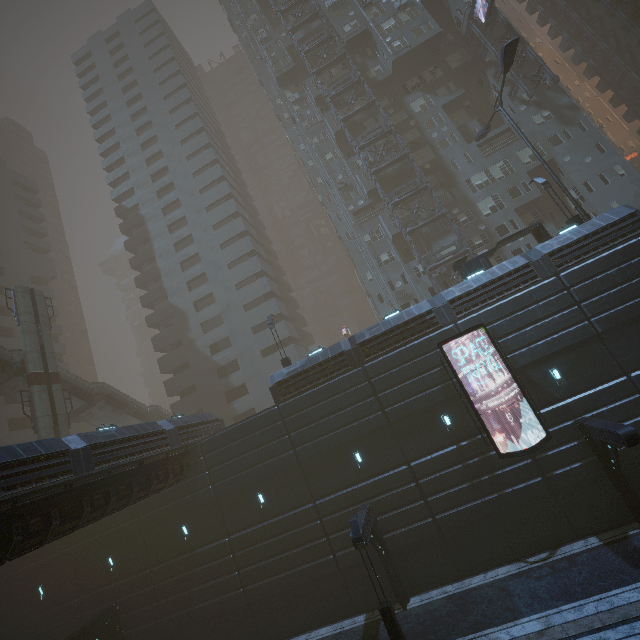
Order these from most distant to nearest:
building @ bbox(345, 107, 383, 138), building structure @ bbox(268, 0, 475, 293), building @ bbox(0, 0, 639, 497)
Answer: building @ bbox(345, 107, 383, 138) < building structure @ bbox(268, 0, 475, 293) < building @ bbox(0, 0, 639, 497)

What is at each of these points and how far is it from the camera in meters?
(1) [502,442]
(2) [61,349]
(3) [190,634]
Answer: (1) building, 16.9
(2) building, 44.5
(3) building, 19.4

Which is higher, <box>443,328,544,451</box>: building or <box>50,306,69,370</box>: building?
<box>50,306,69,370</box>: building

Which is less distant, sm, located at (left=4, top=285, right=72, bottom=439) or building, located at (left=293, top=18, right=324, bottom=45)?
sm, located at (left=4, top=285, right=72, bottom=439)

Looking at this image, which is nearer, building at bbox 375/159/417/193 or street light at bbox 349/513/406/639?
street light at bbox 349/513/406/639

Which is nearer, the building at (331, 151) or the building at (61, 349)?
the building at (331, 151)

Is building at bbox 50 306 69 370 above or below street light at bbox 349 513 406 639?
above

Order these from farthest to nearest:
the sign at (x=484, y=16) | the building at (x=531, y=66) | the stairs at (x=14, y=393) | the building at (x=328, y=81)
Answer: the building at (x=328, y=81) → the building at (x=531, y=66) → the sign at (x=484, y=16) → the stairs at (x=14, y=393)
